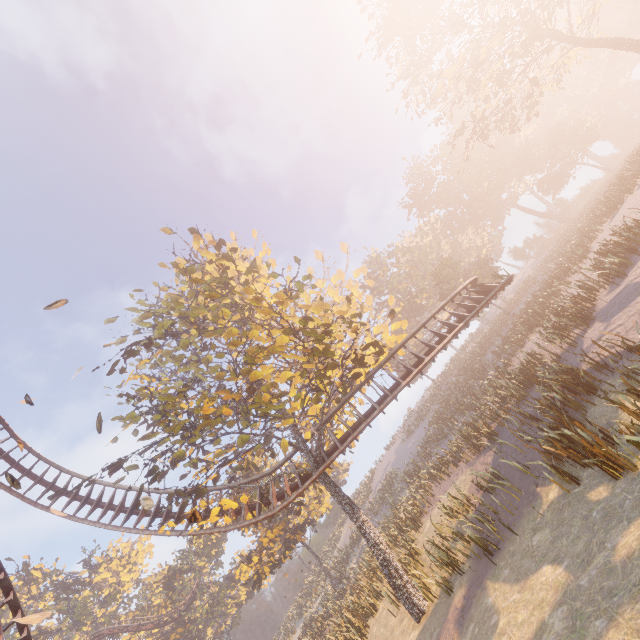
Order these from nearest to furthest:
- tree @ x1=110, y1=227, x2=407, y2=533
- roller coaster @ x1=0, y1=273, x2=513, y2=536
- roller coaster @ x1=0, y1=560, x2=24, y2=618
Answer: roller coaster @ x1=0, y1=560, x2=24, y2=618 → tree @ x1=110, y1=227, x2=407, y2=533 → roller coaster @ x1=0, y1=273, x2=513, y2=536

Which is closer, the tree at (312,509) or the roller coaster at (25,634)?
the roller coaster at (25,634)

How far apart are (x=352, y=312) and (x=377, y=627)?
16.2 meters

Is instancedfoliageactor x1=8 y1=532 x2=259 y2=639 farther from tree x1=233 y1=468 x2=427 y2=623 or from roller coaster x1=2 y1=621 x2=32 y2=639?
tree x1=233 y1=468 x2=427 y2=623

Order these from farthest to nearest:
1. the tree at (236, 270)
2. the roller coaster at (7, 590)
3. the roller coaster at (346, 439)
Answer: the roller coaster at (346, 439) → the tree at (236, 270) → the roller coaster at (7, 590)
